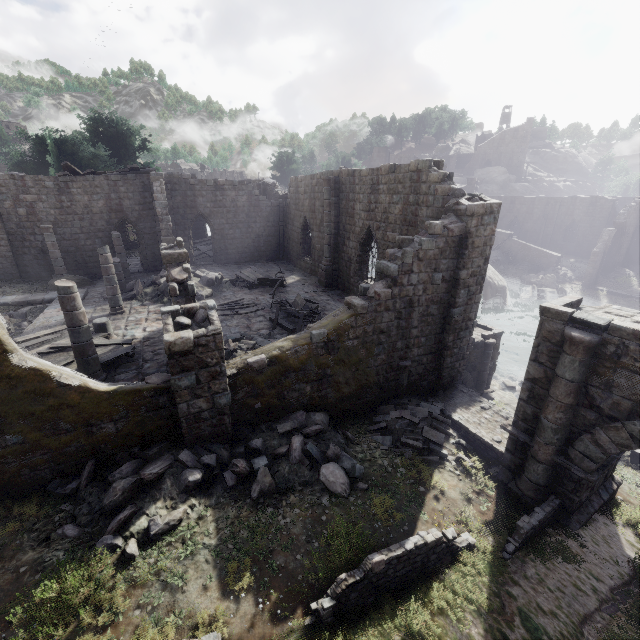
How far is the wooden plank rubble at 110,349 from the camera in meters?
11.3

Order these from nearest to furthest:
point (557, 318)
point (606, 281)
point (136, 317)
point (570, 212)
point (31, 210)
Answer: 1. point (557, 318)
2. point (136, 317)
3. point (31, 210)
4. point (606, 281)
5. point (570, 212)

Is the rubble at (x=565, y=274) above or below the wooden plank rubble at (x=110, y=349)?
below

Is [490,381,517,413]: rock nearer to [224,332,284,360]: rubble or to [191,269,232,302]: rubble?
[224,332,284,360]: rubble

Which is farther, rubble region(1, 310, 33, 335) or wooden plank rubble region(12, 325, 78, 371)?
rubble region(1, 310, 33, 335)

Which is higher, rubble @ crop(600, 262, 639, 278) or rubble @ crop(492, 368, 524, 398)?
rubble @ crop(600, 262, 639, 278)

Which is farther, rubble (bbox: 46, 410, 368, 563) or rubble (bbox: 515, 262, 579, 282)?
rubble (bbox: 515, 262, 579, 282)

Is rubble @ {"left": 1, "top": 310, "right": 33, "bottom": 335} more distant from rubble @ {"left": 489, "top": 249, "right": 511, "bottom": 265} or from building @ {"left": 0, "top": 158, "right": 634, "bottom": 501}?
rubble @ {"left": 489, "top": 249, "right": 511, "bottom": 265}
